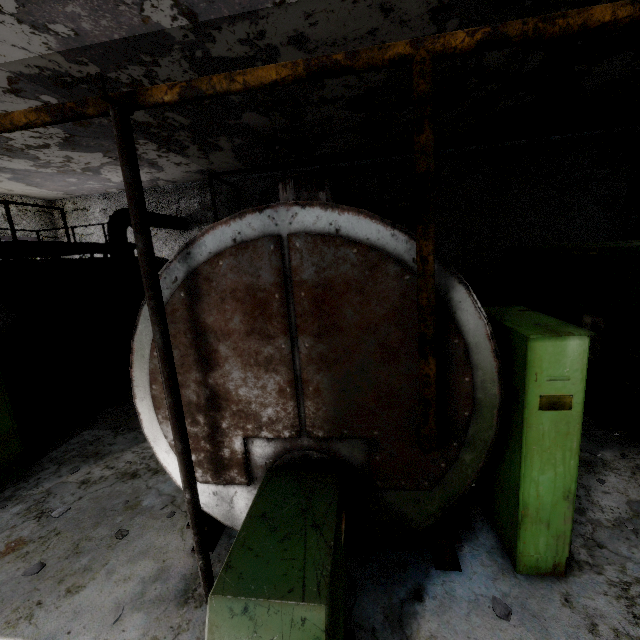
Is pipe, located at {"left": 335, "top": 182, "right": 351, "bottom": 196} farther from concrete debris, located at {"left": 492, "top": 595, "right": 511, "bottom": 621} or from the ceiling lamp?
the ceiling lamp

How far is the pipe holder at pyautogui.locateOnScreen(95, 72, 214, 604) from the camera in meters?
2.3 m

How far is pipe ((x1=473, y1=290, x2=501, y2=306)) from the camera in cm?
1219

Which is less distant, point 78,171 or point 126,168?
point 126,168

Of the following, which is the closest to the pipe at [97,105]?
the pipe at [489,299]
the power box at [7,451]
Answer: the pipe at [489,299]

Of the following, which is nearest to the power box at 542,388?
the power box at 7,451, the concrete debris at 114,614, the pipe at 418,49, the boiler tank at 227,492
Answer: the boiler tank at 227,492

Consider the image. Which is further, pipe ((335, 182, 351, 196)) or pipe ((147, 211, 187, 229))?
pipe ((147, 211, 187, 229))

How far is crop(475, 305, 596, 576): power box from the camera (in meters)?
2.72
